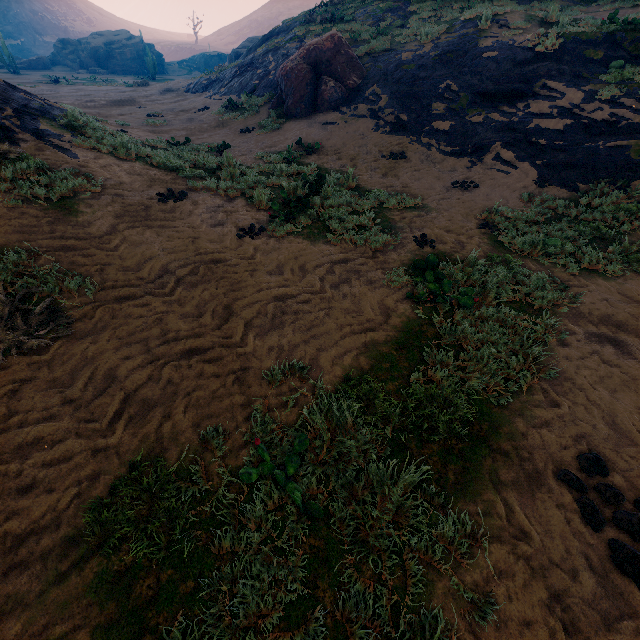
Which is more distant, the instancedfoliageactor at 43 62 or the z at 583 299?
the instancedfoliageactor at 43 62

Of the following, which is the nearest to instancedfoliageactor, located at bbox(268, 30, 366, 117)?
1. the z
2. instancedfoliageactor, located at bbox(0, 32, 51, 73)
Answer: the z

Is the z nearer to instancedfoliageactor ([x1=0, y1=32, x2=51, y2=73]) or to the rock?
instancedfoliageactor ([x1=0, y1=32, x2=51, y2=73])

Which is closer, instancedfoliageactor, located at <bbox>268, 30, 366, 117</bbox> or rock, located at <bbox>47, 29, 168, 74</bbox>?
instancedfoliageactor, located at <bbox>268, 30, 366, 117</bbox>

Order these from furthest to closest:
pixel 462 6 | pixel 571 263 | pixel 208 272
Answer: pixel 462 6
pixel 571 263
pixel 208 272

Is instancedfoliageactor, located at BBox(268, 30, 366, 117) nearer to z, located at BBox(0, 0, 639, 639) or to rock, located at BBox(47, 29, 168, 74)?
z, located at BBox(0, 0, 639, 639)

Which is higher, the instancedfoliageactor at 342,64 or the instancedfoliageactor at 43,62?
the instancedfoliageactor at 342,64

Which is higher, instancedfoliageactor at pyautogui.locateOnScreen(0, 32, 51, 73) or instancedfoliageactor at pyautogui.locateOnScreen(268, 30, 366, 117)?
instancedfoliageactor at pyautogui.locateOnScreen(268, 30, 366, 117)
